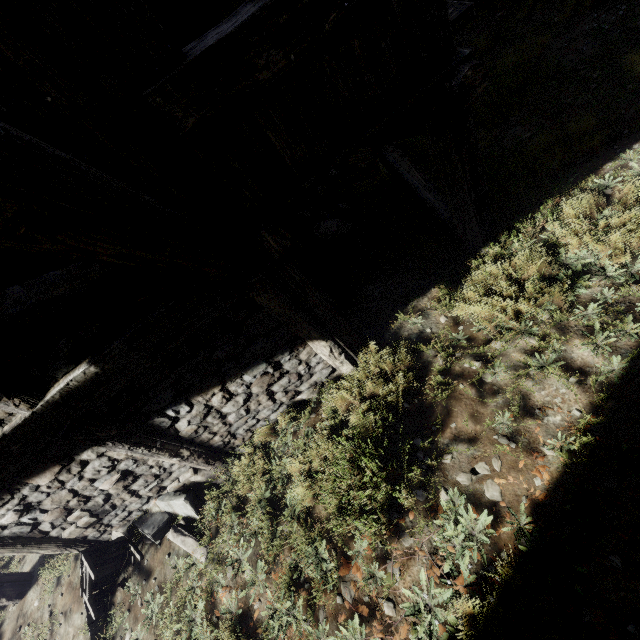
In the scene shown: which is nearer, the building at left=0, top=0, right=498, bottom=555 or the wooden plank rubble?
the building at left=0, top=0, right=498, bottom=555

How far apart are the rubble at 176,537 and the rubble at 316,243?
4.01m

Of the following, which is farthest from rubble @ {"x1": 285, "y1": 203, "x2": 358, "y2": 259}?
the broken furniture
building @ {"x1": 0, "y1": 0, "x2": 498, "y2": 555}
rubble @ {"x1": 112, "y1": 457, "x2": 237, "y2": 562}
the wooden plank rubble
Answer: the broken furniture

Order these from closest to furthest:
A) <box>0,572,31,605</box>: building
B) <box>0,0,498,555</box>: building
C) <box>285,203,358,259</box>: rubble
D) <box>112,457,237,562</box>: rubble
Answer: <box>0,0,498,555</box>: building, <box>112,457,237,562</box>: rubble, <box>0,572,31,605</box>: building, <box>285,203,358,259</box>: rubble

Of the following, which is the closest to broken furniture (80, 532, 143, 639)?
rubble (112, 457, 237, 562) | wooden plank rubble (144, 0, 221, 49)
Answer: rubble (112, 457, 237, 562)

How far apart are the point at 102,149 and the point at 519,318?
3.9 meters

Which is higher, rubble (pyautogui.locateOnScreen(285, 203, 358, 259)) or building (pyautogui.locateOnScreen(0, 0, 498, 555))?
building (pyautogui.locateOnScreen(0, 0, 498, 555))

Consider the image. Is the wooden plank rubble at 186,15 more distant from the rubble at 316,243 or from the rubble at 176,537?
the rubble at 176,537
